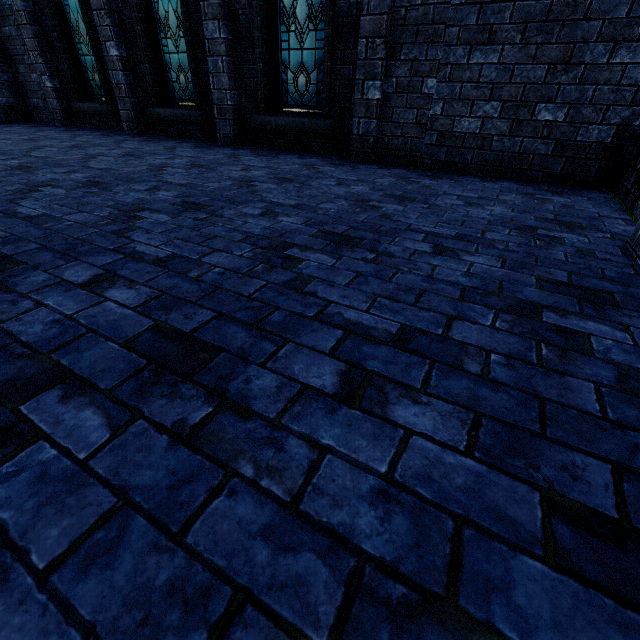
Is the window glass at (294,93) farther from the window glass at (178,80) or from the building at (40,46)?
the window glass at (178,80)

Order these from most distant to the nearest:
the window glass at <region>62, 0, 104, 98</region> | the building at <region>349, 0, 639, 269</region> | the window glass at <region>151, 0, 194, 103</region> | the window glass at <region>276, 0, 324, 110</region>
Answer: the window glass at <region>62, 0, 104, 98</region>, the window glass at <region>151, 0, 194, 103</region>, the window glass at <region>276, 0, 324, 110</region>, the building at <region>349, 0, 639, 269</region>

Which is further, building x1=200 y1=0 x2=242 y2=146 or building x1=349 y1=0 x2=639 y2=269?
building x1=200 y1=0 x2=242 y2=146

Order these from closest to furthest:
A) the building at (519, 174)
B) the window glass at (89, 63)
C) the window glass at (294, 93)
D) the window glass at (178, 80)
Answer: the building at (519, 174) < the window glass at (294, 93) < the window glass at (178, 80) < the window glass at (89, 63)

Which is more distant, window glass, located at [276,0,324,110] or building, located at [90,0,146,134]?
building, located at [90,0,146,134]

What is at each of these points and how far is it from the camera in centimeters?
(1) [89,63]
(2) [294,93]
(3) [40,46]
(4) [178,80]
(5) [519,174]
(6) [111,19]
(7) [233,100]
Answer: (1) window glass, 795cm
(2) window glass, 593cm
(3) building, 791cm
(4) window glass, 698cm
(5) building, 455cm
(6) building, 656cm
(7) building, 617cm

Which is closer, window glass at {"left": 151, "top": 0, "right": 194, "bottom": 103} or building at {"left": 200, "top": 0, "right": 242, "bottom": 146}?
building at {"left": 200, "top": 0, "right": 242, "bottom": 146}
